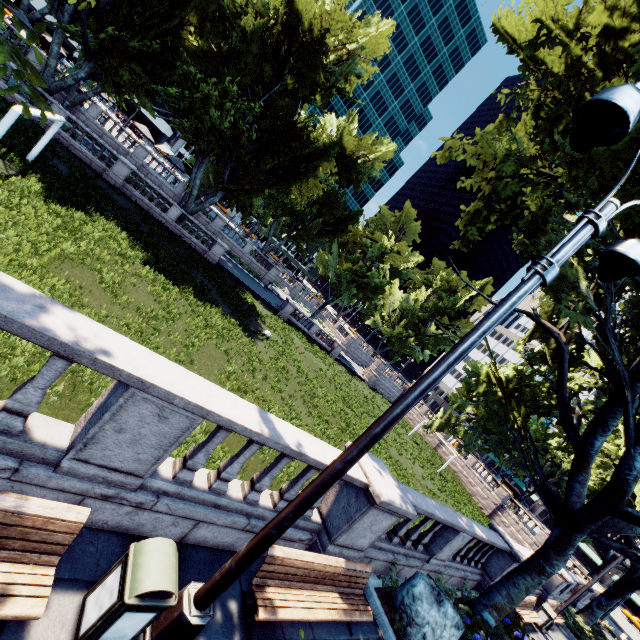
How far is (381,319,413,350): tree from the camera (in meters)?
58.41

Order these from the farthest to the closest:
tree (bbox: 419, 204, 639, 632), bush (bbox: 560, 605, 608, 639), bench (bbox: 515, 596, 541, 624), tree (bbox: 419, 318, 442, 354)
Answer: tree (bbox: 419, 318, 442, 354)
bush (bbox: 560, 605, 608, 639)
bench (bbox: 515, 596, 541, 624)
tree (bbox: 419, 204, 639, 632)

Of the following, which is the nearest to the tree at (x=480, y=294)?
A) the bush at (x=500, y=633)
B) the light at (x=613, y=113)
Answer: the bush at (x=500, y=633)

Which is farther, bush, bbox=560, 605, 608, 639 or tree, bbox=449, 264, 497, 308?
bush, bbox=560, 605, 608, 639

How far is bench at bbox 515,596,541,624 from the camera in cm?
1279

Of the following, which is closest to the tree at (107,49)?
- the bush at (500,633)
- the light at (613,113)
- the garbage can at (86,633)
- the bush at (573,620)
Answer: the bush at (500,633)

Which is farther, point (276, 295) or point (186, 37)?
point (276, 295)

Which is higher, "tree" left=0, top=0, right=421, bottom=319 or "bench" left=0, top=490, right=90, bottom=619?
"tree" left=0, top=0, right=421, bottom=319
